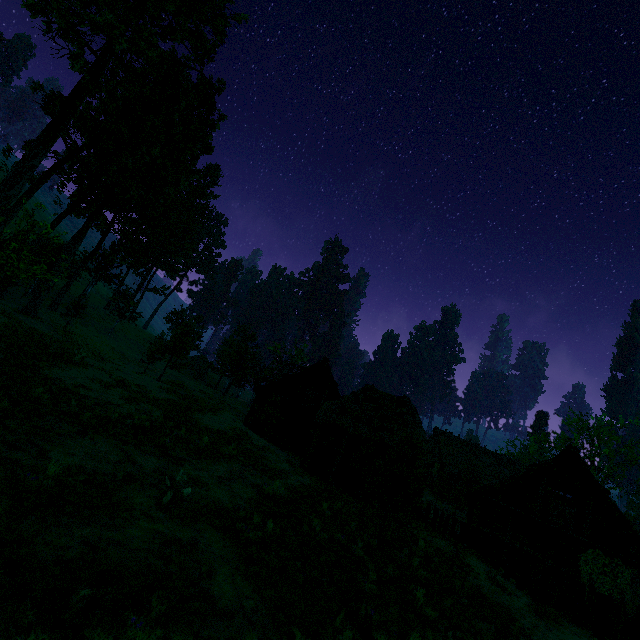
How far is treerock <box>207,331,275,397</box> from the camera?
41.0 meters

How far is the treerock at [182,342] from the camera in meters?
28.8

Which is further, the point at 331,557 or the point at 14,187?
the point at 14,187

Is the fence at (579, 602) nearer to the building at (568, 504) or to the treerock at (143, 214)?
the building at (568, 504)

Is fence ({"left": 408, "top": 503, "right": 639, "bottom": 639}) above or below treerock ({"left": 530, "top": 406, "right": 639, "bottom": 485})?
below

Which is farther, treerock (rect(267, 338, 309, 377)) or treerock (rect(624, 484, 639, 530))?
treerock (rect(267, 338, 309, 377))

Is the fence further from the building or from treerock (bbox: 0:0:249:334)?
treerock (bbox: 0:0:249:334)
